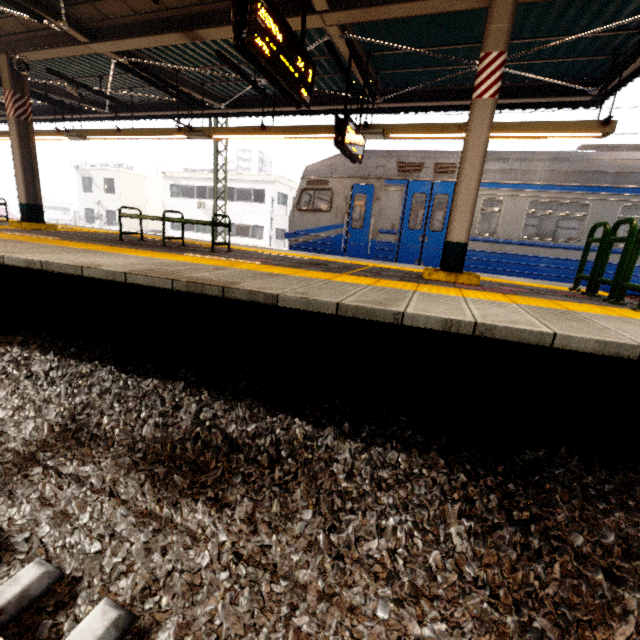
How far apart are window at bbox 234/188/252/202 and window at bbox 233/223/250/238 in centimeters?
172cm

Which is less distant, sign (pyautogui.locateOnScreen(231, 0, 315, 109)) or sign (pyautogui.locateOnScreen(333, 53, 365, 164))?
sign (pyautogui.locateOnScreen(231, 0, 315, 109))

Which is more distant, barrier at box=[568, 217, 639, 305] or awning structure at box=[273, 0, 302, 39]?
awning structure at box=[273, 0, 302, 39]

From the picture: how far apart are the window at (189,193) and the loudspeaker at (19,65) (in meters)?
23.58

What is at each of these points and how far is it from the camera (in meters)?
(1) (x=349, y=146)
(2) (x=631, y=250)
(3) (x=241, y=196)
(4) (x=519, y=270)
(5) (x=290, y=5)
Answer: (1) sign, 6.28
(2) barrier, 3.88
(3) window, 27.88
(4) train, 7.65
(5) awning structure, 4.95

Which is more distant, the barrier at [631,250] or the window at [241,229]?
the window at [241,229]

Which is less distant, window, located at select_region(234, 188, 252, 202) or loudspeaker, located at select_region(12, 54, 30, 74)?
loudspeaker, located at select_region(12, 54, 30, 74)

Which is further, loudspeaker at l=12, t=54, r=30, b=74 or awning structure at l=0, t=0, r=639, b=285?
loudspeaker at l=12, t=54, r=30, b=74
